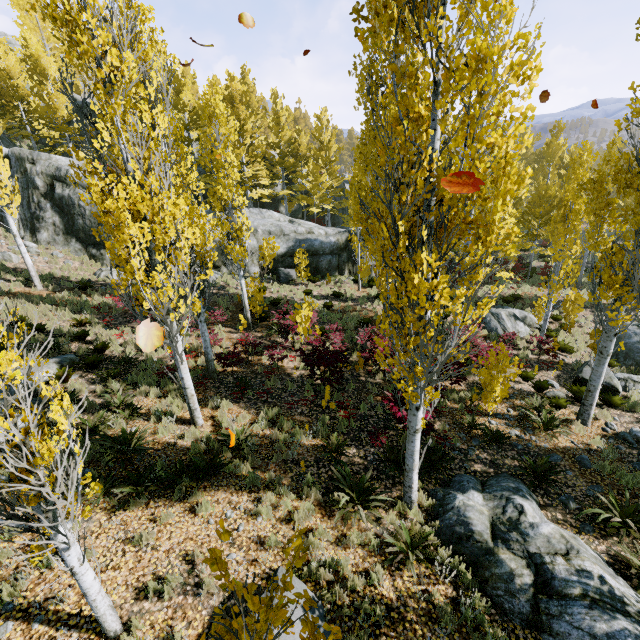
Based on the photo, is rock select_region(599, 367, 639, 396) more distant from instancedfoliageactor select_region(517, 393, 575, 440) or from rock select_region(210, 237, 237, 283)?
rock select_region(210, 237, 237, 283)

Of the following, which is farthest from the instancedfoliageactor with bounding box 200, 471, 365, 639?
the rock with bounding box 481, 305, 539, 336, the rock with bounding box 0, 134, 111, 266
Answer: the rock with bounding box 481, 305, 539, 336

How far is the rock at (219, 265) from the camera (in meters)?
20.77

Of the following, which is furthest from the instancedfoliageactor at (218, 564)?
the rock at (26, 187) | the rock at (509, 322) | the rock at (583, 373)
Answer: the rock at (583, 373)

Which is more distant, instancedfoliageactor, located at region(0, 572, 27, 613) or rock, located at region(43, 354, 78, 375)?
rock, located at region(43, 354, 78, 375)

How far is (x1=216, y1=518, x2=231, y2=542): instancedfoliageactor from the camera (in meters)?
1.49

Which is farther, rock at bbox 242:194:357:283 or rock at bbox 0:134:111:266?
rock at bbox 242:194:357:283

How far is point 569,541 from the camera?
5.5 meters
